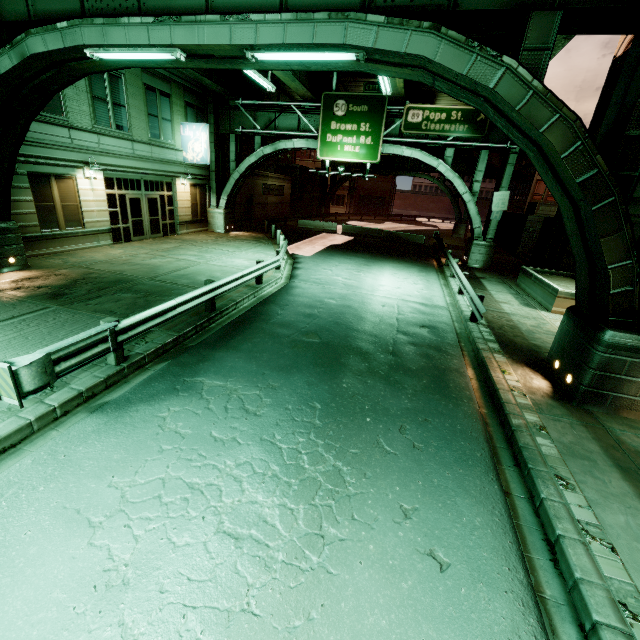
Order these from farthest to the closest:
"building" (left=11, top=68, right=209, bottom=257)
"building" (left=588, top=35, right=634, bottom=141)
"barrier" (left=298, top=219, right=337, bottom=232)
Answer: "barrier" (left=298, top=219, right=337, bottom=232) < "building" (left=588, top=35, right=634, bottom=141) < "building" (left=11, top=68, right=209, bottom=257)

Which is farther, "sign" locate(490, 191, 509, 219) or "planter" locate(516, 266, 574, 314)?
"sign" locate(490, 191, 509, 219)

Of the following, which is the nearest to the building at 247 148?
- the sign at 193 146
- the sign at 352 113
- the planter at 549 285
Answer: the sign at 193 146

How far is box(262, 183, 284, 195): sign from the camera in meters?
33.4

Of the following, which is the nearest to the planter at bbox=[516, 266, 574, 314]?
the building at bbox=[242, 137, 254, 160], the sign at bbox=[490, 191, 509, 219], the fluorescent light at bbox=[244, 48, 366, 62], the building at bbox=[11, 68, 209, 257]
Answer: the sign at bbox=[490, 191, 509, 219]

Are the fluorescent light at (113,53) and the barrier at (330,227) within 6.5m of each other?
no

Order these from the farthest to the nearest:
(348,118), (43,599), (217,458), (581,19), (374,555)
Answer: (348,118) → (581,19) → (217,458) → (374,555) → (43,599)

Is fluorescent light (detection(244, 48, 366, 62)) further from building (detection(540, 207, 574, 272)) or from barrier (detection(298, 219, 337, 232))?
barrier (detection(298, 219, 337, 232))
